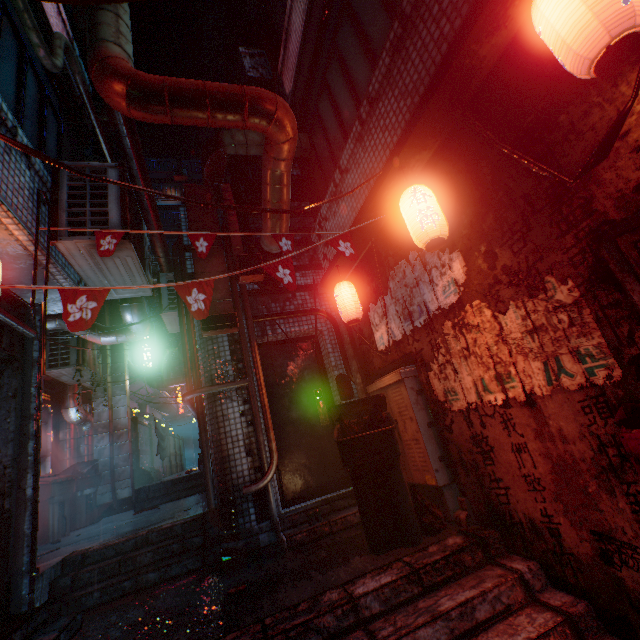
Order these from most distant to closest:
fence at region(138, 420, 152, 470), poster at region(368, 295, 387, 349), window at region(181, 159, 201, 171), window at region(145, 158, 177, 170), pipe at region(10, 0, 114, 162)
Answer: window at region(181, 159, 201, 171) → window at region(145, 158, 177, 170) → fence at region(138, 420, 152, 470) → poster at region(368, 295, 387, 349) → pipe at region(10, 0, 114, 162)

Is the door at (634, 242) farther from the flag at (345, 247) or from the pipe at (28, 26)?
the pipe at (28, 26)

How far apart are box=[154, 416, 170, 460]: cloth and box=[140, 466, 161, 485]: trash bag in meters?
0.4 m

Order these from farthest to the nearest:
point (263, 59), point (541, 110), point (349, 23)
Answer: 1. point (263, 59)
2. point (349, 23)
3. point (541, 110)

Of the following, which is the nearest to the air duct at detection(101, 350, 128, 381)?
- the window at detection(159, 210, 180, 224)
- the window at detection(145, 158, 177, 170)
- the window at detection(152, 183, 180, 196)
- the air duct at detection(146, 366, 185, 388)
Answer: the air duct at detection(146, 366, 185, 388)

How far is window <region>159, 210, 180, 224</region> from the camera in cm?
2780

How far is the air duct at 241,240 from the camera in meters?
3.9 m

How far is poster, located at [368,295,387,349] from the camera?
3.5 meters
